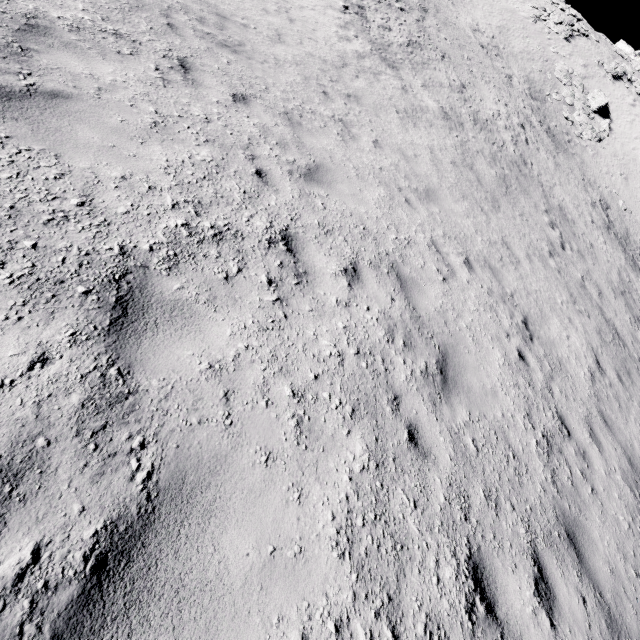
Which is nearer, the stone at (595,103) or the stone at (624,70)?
the stone at (595,103)

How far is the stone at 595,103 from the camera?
29.75m

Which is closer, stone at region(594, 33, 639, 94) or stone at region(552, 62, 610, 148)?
stone at region(552, 62, 610, 148)

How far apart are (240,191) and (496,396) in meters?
4.9 m

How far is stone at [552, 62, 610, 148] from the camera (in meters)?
29.75

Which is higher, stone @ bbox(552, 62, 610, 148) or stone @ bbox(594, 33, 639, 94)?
stone @ bbox(594, 33, 639, 94)
